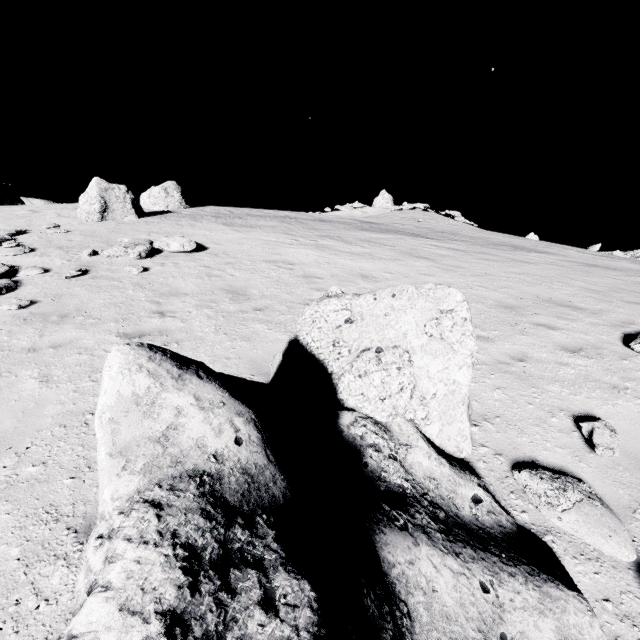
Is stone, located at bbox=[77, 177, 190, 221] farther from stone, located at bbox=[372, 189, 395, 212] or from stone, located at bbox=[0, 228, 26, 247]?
stone, located at bbox=[372, 189, 395, 212]

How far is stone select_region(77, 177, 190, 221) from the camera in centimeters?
1772cm

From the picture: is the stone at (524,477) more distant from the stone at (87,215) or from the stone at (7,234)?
the stone at (87,215)

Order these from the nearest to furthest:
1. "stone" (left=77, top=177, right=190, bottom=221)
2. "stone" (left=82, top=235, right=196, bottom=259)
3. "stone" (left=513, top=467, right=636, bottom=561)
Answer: "stone" (left=513, top=467, right=636, bottom=561) < "stone" (left=82, top=235, right=196, bottom=259) < "stone" (left=77, top=177, right=190, bottom=221)

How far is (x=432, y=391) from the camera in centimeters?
402cm

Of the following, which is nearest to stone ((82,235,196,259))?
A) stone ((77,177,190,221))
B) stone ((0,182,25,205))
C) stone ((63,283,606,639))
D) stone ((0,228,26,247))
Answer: → stone ((0,228,26,247))

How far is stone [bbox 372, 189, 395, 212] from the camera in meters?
46.3

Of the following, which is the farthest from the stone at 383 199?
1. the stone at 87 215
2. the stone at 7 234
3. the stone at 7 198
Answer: the stone at 7 234
